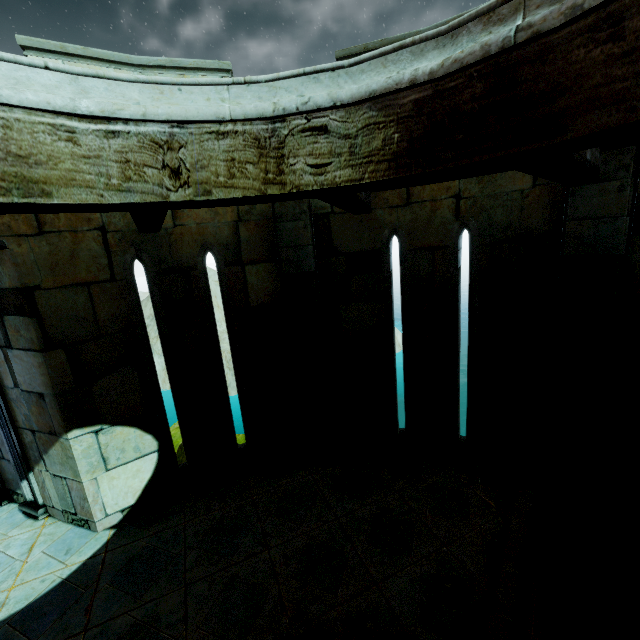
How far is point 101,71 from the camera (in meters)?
1.65
